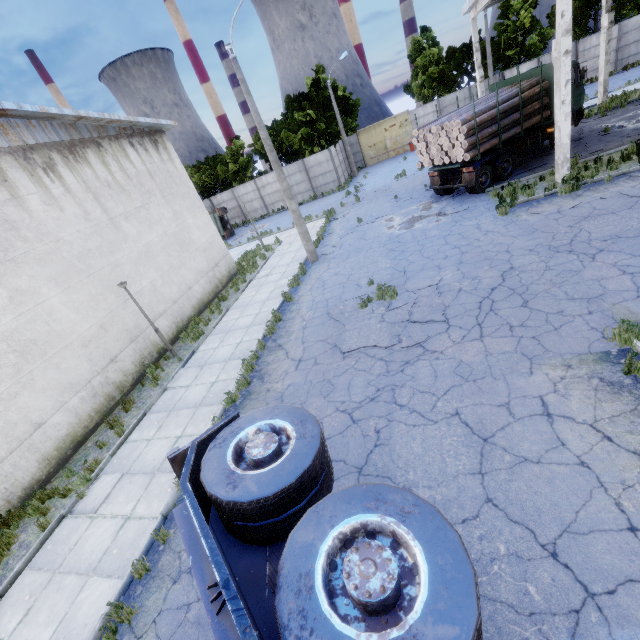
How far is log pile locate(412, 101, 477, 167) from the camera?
13.7 meters

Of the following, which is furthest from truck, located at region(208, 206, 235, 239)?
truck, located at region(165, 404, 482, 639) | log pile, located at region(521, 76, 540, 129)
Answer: truck, located at region(165, 404, 482, 639)

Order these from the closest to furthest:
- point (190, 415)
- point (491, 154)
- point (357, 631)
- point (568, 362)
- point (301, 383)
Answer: point (357, 631) → point (568, 362) → point (301, 383) → point (190, 415) → point (491, 154)

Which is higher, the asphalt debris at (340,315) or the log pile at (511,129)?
the log pile at (511,129)

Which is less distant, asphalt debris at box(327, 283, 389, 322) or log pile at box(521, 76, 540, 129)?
asphalt debris at box(327, 283, 389, 322)

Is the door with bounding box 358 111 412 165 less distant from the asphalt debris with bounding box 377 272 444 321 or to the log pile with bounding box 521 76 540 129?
the log pile with bounding box 521 76 540 129

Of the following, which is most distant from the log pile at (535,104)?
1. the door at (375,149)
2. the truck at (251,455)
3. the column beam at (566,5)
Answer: the door at (375,149)

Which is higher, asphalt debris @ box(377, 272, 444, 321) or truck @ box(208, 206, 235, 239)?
truck @ box(208, 206, 235, 239)
